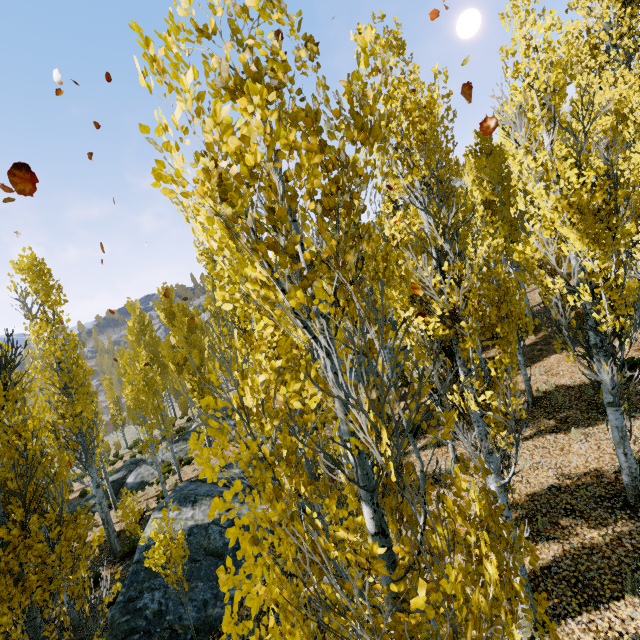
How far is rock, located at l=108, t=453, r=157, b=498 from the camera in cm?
1950

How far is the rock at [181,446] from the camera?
21.5m

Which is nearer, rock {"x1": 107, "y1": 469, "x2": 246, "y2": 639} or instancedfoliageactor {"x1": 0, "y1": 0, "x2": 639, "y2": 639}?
instancedfoliageactor {"x1": 0, "y1": 0, "x2": 639, "y2": 639}

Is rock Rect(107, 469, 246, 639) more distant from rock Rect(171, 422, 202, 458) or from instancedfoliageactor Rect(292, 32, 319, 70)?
rock Rect(171, 422, 202, 458)

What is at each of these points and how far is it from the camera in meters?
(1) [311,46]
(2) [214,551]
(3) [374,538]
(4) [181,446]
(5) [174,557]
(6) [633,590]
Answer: (1) instancedfoliageactor, 1.8 m
(2) rock, 9.8 m
(3) instancedfoliageactor, 2.0 m
(4) rock, 22.2 m
(5) instancedfoliageactor, 6.8 m
(6) instancedfoliageactor, 5.4 m

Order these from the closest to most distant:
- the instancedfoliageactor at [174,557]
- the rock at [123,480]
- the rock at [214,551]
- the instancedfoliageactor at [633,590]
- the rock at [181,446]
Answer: the instancedfoliageactor at [633,590] → the instancedfoliageactor at [174,557] → the rock at [214,551] → the rock at [123,480] → the rock at [181,446]

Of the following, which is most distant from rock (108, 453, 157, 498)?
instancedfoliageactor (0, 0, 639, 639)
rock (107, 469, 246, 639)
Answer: rock (107, 469, 246, 639)

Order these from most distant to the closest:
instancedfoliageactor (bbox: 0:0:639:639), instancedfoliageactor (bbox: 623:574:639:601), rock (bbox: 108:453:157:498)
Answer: rock (bbox: 108:453:157:498) < instancedfoliageactor (bbox: 623:574:639:601) < instancedfoliageactor (bbox: 0:0:639:639)
